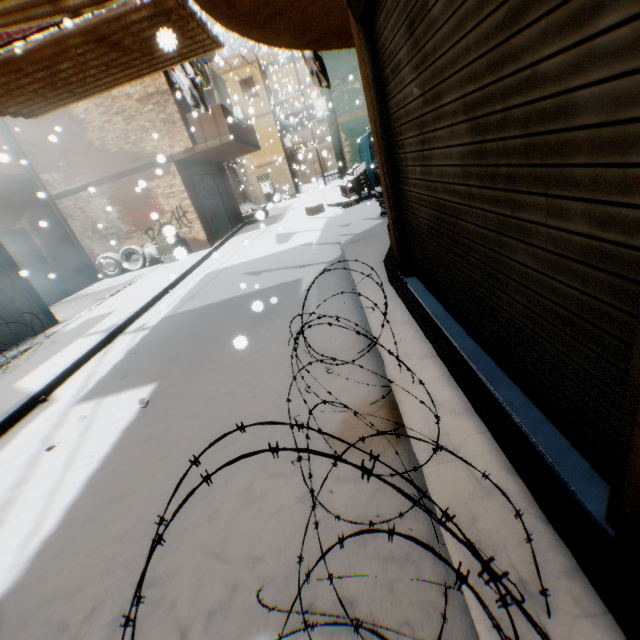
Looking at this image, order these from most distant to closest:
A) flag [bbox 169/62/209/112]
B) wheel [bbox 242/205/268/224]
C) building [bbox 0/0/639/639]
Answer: flag [bbox 169/62/209/112] → wheel [bbox 242/205/268/224] → building [bbox 0/0/639/639]

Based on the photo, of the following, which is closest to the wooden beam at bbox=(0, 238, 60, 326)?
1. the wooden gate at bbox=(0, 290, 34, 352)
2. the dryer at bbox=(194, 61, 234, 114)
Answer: the wooden gate at bbox=(0, 290, 34, 352)

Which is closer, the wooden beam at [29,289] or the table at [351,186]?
the wooden beam at [29,289]

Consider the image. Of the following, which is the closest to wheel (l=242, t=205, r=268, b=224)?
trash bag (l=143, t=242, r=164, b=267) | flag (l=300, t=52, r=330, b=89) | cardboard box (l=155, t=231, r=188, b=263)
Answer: flag (l=300, t=52, r=330, b=89)

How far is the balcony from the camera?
10.77m

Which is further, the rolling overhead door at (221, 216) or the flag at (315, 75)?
the rolling overhead door at (221, 216)

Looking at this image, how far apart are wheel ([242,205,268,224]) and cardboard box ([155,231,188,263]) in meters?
5.3

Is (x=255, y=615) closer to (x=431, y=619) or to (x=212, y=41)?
(x=431, y=619)
